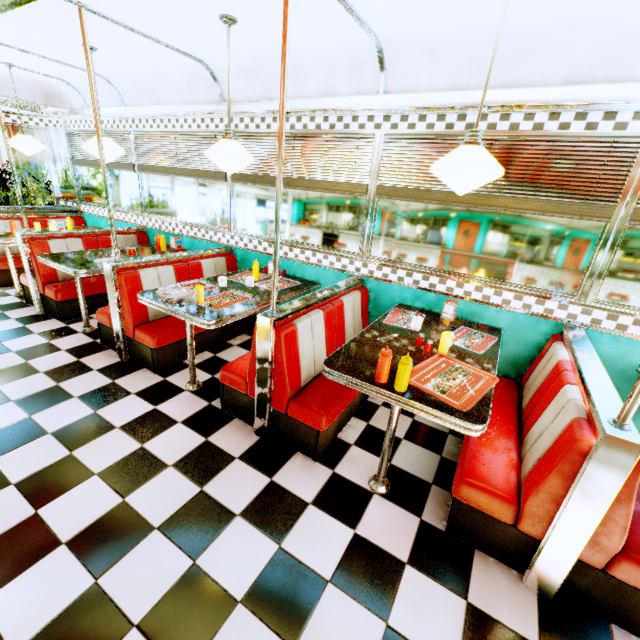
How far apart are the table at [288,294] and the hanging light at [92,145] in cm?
178

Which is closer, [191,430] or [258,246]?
[191,430]

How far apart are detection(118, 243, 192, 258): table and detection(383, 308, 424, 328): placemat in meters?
3.0

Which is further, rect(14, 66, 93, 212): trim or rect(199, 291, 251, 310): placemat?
rect(14, 66, 93, 212): trim

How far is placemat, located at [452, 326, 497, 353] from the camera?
2.6 meters

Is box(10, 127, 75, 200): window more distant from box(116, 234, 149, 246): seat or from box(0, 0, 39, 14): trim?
box(116, 234, 149, 246): seat

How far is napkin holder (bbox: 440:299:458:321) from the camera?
3.02m

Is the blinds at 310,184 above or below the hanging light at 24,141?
below
